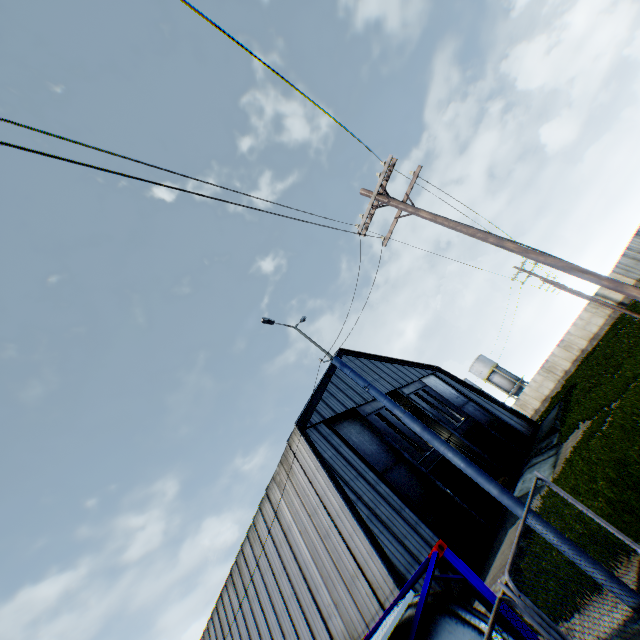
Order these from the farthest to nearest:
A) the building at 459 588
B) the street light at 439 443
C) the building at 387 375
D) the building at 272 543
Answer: the building at 387 375 → the building at 272 543 → the building at 459 588 → the street light at 439 443

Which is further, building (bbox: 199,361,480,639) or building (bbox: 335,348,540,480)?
building (bbox: 335,348,540,480)

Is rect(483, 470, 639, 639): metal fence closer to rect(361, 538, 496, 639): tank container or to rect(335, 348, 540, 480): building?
rect(361, 538, 496, 639): tank container

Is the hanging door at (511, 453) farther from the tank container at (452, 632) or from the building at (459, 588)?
the tank container at (452, 632)

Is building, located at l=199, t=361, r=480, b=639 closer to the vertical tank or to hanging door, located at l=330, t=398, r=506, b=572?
hanging door, located at l=330, t=398, r=506, b=572

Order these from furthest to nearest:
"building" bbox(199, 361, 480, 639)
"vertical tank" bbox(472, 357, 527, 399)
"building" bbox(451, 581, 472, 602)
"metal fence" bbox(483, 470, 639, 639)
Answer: "vertical tank" bbox(472, 357, 527, 399) < "building" bbox(199, 361, 480, 639) < "building" bbox(451, 581, 472, 602) < "metal fence" bbox(483, 470, 639, 639)

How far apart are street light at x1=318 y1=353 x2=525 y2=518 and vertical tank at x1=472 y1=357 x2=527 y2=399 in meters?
56.2

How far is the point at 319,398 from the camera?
22.7m
